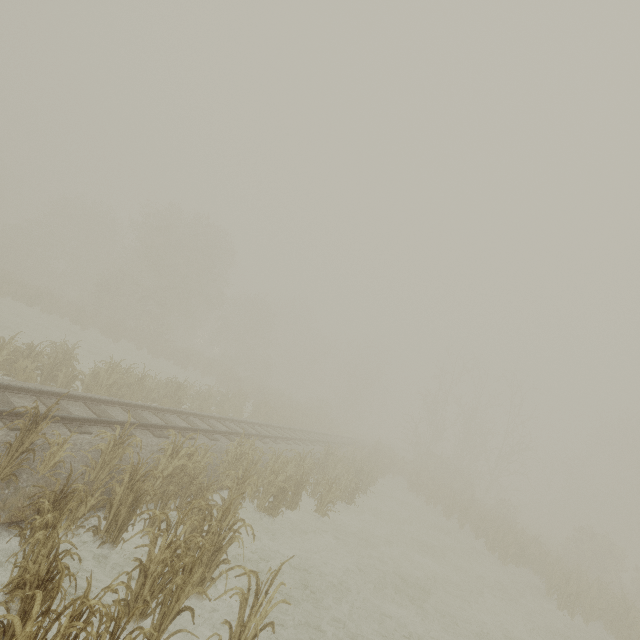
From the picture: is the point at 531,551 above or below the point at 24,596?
above
